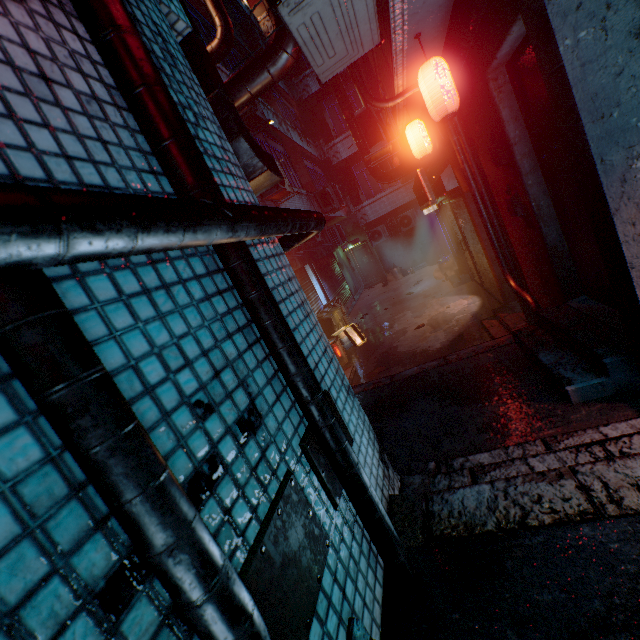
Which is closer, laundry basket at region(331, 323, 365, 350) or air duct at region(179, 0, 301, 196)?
air duct at region(179, 0, 301, 196)

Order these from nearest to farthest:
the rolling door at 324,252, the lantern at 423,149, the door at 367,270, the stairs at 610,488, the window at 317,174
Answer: the stairs at 610,488, the lantern at 423,149, the rolling door at 324,252, the window at 317,174, the door at 367,270

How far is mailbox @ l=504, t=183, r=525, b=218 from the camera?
3.01m

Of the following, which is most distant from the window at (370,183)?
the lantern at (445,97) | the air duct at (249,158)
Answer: Answer: the lantern at (445,97)

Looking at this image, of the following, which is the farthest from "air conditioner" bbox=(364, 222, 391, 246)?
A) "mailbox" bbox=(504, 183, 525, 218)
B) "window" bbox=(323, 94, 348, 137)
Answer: "mailbox" bbox=(504, 183, 525, 218)

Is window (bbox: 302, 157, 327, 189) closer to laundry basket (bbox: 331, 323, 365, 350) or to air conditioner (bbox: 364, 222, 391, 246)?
air conditioner (bbox: 364, 222, 391, 246)

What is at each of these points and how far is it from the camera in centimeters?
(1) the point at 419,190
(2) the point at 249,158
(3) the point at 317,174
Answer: (1) sign, 663cm
(2) air duct, 214cm
(3) window, 1425cm

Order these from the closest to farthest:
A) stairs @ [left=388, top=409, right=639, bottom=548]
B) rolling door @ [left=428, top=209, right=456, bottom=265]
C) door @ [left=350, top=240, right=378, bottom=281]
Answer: stairs @ [left=388, top=409, right=639, bottom=548]
rolling door @ [left=428, top=209, right=456, bottom=265]
door @ [left=350, top=240, right=378, bottom=281]
